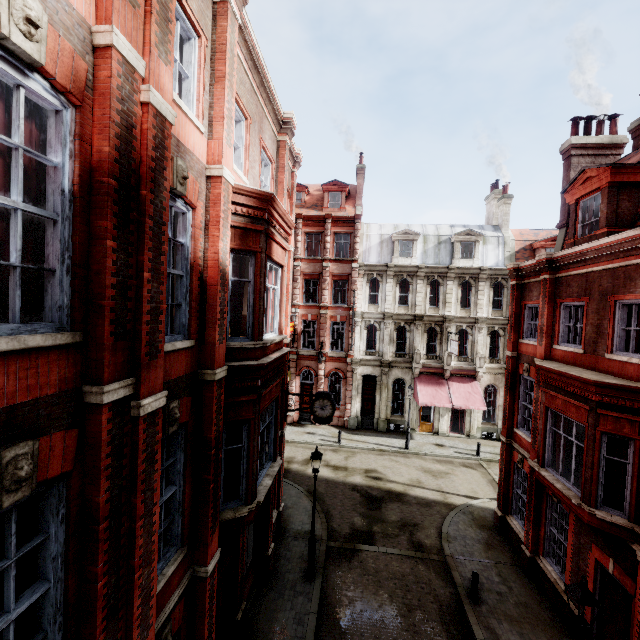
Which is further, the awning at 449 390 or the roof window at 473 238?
the roof window at 473 238

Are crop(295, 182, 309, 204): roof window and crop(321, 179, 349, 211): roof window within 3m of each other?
yes

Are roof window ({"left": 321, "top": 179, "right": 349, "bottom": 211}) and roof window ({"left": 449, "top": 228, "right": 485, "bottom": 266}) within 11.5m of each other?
yes

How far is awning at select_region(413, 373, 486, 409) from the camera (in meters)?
24.26

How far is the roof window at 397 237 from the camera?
27.4m

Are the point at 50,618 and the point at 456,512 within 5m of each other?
no

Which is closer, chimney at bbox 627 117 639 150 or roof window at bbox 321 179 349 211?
chimney at bbox 627 117 639 150

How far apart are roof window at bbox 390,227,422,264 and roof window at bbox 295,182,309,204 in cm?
856
